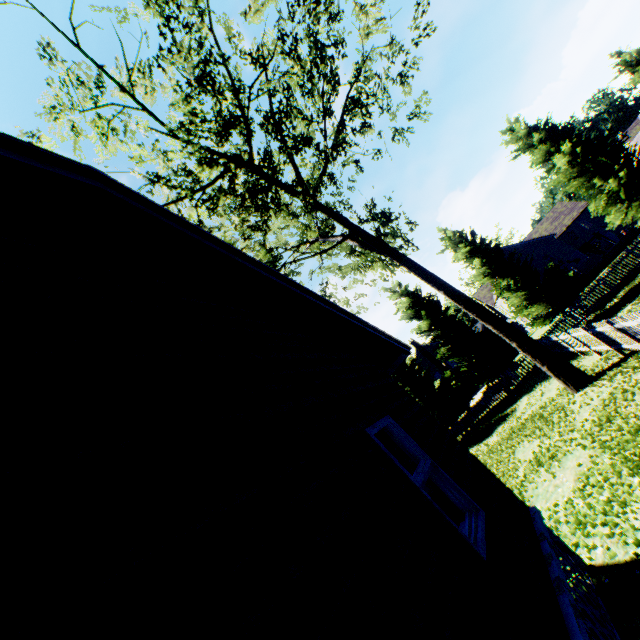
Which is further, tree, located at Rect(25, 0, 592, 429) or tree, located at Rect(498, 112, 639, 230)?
tree, located at Rect(498, 112, 639, 230)

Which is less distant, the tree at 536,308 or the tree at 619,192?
the tree at 619,192

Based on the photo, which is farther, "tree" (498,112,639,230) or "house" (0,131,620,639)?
"tree" (498,112,639,230)

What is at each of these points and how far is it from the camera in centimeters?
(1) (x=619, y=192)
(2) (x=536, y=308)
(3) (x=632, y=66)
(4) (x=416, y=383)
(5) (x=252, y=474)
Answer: (1) tree, 2250cm
(2) tree, 2317cm
(3) tree, 2344cm
(4) tree, 2655cm
(5) house, 203cm

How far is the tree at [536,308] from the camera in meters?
23.0 m

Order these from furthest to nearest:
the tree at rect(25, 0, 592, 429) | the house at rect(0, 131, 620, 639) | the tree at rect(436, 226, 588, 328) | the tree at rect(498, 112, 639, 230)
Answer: the tree at rect(436, 226, 588, 328), the tree at rect(498, 112, 639, 230), the tree at rect(25, 0, 592, 429), the house at rect(0, 131, 620, 639)

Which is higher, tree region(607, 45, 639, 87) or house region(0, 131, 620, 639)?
tree region(607, 45, 639, 87)

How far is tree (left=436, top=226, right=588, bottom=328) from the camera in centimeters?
2300cm
